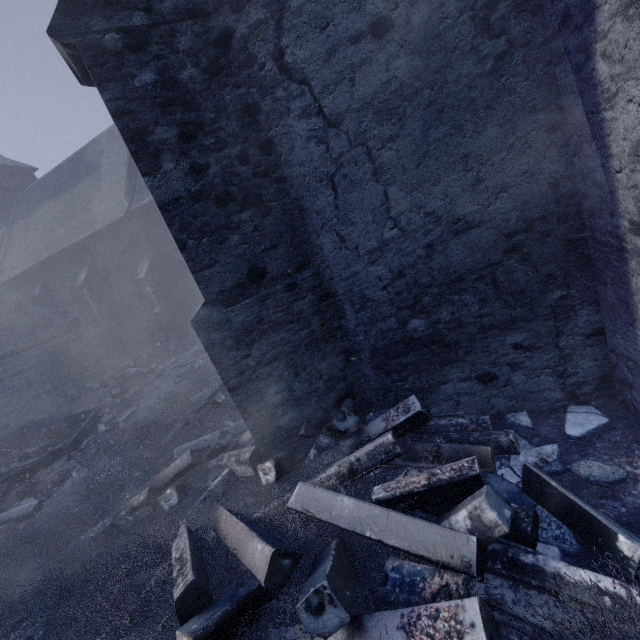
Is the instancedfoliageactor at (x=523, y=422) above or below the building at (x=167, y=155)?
below

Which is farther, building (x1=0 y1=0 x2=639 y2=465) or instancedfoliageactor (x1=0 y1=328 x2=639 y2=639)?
building (x1=0 y1=0 x2=639 y2=465)

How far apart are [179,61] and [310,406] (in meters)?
3.58

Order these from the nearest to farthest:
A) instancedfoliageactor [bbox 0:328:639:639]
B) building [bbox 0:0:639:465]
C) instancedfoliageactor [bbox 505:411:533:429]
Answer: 1. instancedfoliageactor [bbox 0:328:639:639]
2. building [bbox 0:0:639:465]
3. instancedfoliageactor [bbox 505:411:533:429]

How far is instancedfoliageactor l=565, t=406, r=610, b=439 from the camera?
3.0 meters

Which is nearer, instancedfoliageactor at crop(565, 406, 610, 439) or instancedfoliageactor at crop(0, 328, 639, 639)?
instancedfoliageactor at crop(0, 328, 639, 639)

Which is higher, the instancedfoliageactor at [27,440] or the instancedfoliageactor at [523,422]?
the instancedfoliageactor at [27,440]
